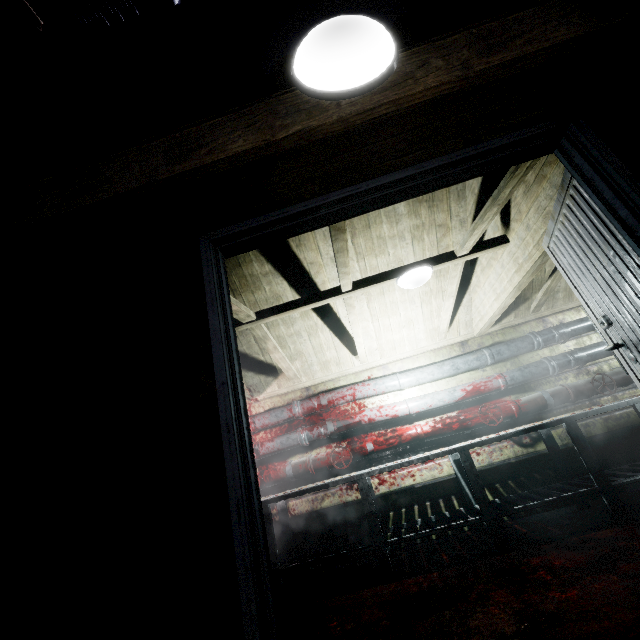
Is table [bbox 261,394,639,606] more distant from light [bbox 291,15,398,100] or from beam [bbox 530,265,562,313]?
light [bbox 291,15,398,100]

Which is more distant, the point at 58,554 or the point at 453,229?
the point at 453,229

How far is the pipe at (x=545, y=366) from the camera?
3.7 meters

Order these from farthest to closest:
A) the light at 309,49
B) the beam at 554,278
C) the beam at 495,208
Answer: the beam at 554,278
the beam at 495,208
the light at 309,49

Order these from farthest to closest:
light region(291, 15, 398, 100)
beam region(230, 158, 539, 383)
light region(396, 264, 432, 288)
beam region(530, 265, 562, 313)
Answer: beam region(530, 265, 562, 313) → light region(396, 264, 432, 288) → beam region(230, 158, 539, 383) → light region(291, 15, 398, 100)

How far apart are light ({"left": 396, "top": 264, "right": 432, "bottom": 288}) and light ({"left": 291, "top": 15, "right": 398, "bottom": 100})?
1.85m

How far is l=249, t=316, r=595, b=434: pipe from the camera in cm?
384

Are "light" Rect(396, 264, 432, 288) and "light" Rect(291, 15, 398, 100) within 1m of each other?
no
